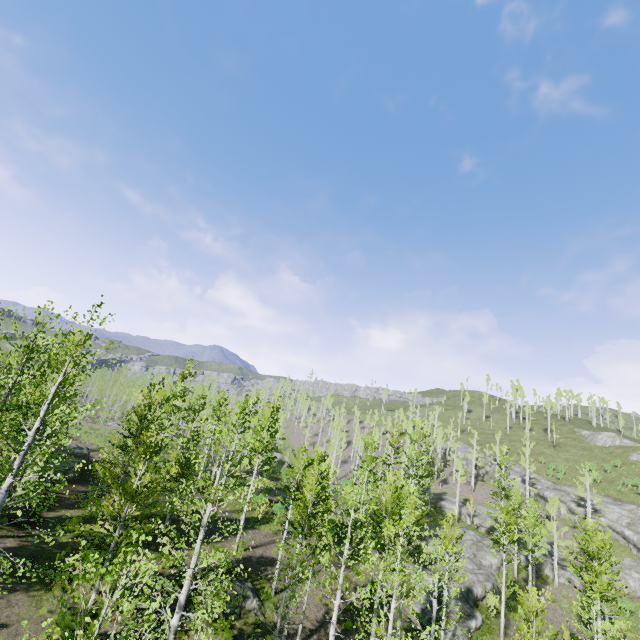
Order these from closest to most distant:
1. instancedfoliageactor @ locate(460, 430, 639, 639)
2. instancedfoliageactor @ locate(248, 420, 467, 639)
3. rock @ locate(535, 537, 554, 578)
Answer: instancedfoliageactor @ locate(248, 420, 467, 639) → instancedfoliageactor @ locate(460, 430, 639, 639) → rock @ locate(535, 537, 554, 578)

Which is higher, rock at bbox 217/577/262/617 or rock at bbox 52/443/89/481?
rock at bbox 52/443/89/481

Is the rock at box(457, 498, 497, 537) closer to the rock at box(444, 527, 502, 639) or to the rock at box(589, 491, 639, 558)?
the rock at box(589, 491, 639, 558)

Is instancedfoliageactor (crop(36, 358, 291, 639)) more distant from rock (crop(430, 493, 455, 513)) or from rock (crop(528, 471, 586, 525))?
rock (crop(528, 471, 586, 525))

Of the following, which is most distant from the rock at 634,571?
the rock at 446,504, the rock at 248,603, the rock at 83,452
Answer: the rock at 83,452

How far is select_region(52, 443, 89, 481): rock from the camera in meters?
23.8 m

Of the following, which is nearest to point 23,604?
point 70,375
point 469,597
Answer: point 70,375

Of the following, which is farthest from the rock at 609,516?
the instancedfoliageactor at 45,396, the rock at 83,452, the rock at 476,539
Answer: the rock at 83,452
